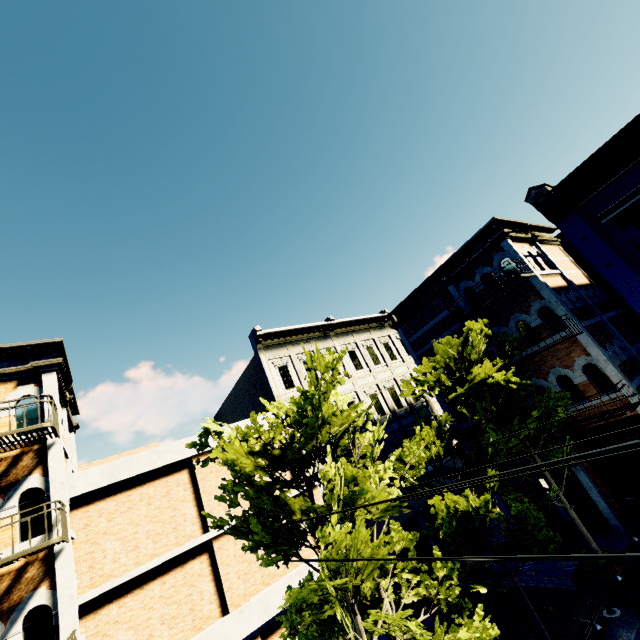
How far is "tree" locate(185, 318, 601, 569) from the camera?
5.65m

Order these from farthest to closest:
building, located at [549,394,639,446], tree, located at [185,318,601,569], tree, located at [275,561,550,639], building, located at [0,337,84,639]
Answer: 1. building, located at [549,394,639,446]
2. building, located at [0,337,84,639]
3. tree, located at [185,318,601,569]
4. tree, located at [275,561,550,639]

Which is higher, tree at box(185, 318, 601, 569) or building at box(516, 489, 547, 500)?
tree at box(185, 318, 601, 569)

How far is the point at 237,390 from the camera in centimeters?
2269cm

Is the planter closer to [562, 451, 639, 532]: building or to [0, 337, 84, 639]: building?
[562, 451, 639, 532]: building

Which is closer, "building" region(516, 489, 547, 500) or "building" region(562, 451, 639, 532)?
"building" region(562, 451, 639, 532)

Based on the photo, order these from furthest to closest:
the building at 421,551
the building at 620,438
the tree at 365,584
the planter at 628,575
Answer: the building at 421,551, the building at 620,438, the planter at 628,575, the tree at 365,584

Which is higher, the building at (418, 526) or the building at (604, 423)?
the building at (604, 423)
